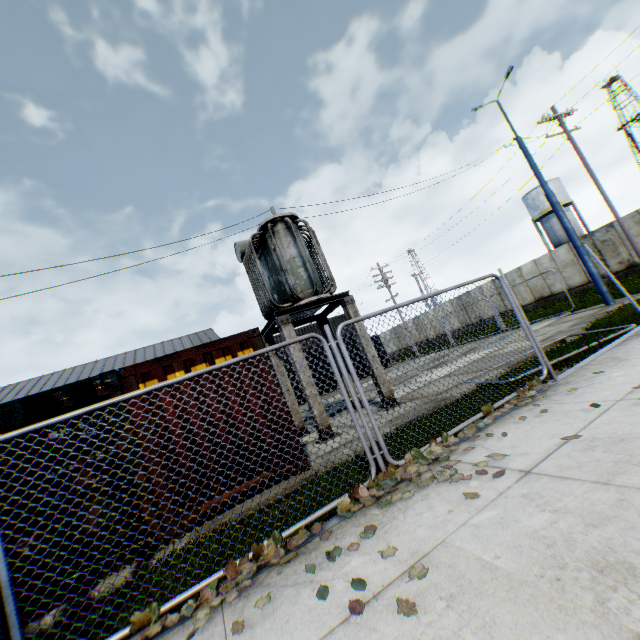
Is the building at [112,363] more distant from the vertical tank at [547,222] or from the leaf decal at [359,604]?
the leaf decal at [359,604]

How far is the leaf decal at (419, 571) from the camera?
2.25m

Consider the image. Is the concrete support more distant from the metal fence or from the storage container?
the metal fence

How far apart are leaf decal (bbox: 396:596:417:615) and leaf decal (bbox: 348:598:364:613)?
0.31m

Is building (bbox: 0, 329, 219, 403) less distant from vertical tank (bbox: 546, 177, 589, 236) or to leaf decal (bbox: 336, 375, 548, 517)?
vertical tank (bbox: 546, 177, 589, 236)

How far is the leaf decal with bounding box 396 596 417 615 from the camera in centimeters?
198cm

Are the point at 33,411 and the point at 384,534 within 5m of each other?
no

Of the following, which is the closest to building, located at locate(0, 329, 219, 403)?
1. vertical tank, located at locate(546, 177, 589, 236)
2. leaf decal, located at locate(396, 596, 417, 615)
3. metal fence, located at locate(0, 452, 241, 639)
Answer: vertical tank, located at locate(546, 177, 589, 236)
